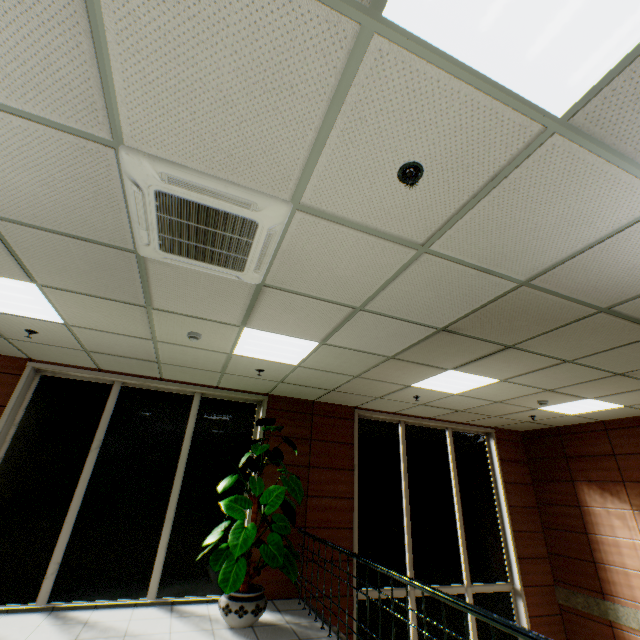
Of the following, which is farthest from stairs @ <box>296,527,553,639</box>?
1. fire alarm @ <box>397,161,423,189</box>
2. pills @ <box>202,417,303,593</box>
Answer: fire alarm @ <box>397,161,423,189</box>

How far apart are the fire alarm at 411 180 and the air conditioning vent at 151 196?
0.7m

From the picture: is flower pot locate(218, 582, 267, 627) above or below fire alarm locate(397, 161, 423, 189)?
below

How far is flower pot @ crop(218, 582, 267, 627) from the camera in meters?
4.1

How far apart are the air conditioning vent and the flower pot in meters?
4.2

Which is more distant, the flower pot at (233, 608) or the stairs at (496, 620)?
the flower pot at (233, 608)

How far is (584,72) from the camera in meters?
1.3

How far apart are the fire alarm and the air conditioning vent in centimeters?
68cm
